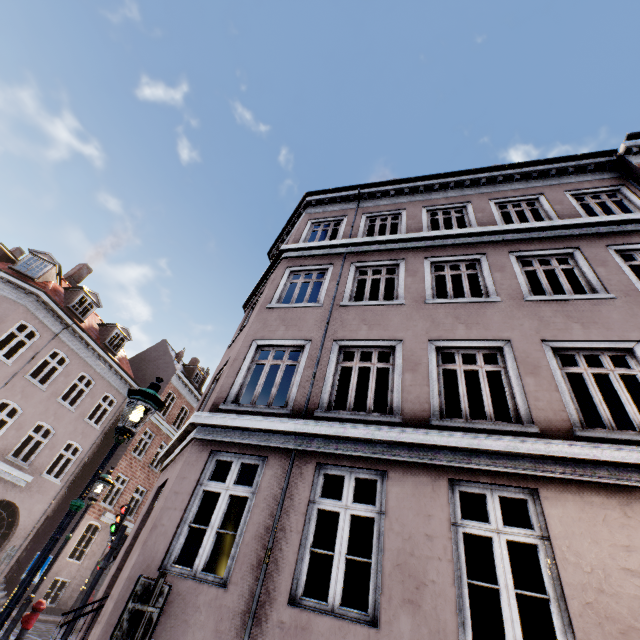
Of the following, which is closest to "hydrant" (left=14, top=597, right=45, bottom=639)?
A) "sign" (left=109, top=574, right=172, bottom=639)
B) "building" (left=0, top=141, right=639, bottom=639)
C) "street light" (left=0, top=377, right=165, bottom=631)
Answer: "street light" (left=0, top=377, right=165, bottom=631)

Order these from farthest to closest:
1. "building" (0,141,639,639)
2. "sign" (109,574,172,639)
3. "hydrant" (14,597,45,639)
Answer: "hydrant" (14,597,45,639) < "building" (0,141,639,639) < "sign" (109,574,172,639)

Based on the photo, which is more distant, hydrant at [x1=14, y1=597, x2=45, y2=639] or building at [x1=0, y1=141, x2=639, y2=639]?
hydrant at [x1=14, y1=597, x2=45, y2=639]

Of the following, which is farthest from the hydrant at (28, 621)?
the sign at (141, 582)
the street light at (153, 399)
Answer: the sign at (141, 582)

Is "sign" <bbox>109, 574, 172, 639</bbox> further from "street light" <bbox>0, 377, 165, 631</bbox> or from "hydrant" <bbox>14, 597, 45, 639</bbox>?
"hydrant" <bbox>14, 597, 45, 639</bbox>

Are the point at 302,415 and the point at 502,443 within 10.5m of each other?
yes

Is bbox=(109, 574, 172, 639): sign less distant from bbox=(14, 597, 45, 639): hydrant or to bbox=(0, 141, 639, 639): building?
bbox=(0, 141, 639, 639): building
